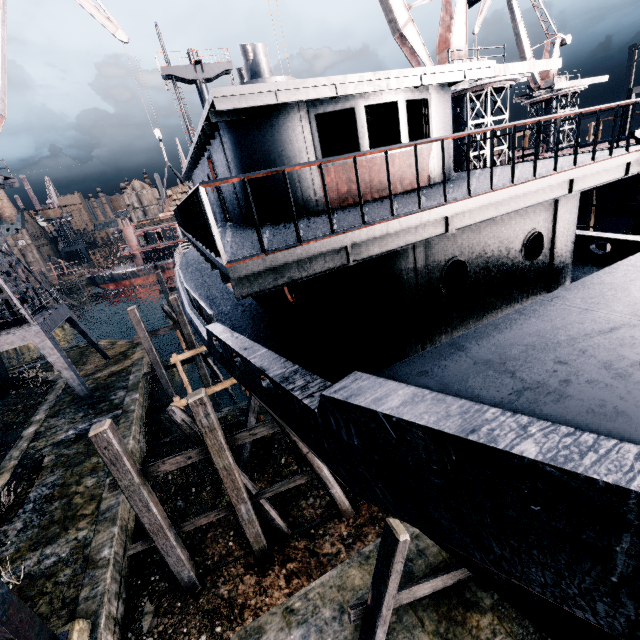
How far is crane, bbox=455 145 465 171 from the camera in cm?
2334

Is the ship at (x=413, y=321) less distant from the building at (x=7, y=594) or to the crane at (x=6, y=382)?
the crane at (x=6, y=382)

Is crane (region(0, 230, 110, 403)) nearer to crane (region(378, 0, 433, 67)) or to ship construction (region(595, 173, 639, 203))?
crane (region(378, 0, 433, 67))

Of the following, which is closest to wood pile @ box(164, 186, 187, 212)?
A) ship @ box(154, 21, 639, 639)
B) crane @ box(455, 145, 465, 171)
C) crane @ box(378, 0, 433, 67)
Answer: ship @ box(154, 21, 639, 639)

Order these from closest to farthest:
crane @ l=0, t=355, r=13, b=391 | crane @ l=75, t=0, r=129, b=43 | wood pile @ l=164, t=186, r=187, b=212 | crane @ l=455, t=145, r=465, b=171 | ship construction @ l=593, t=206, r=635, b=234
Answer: crane @ l=75, t=0, r=129, b=43 → wood pile @ l=164, t=186, r=187, b=212 → ship construction @ l=593, t=206, r=635, b=234 → crane @ l=455, t=145, r=465, b=171 → crane @ l=0, t=355, r=13, b=391

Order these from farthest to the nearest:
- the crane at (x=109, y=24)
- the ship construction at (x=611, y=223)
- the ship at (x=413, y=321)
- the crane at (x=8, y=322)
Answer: the ship construction at (x=611, y=223) → the crane at (x=8, y=322) → the crane at (x=109, y=24) → the ship at (x=413, y=321)

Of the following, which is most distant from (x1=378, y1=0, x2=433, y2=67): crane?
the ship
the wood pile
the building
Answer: the building

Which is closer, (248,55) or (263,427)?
(263,427)
